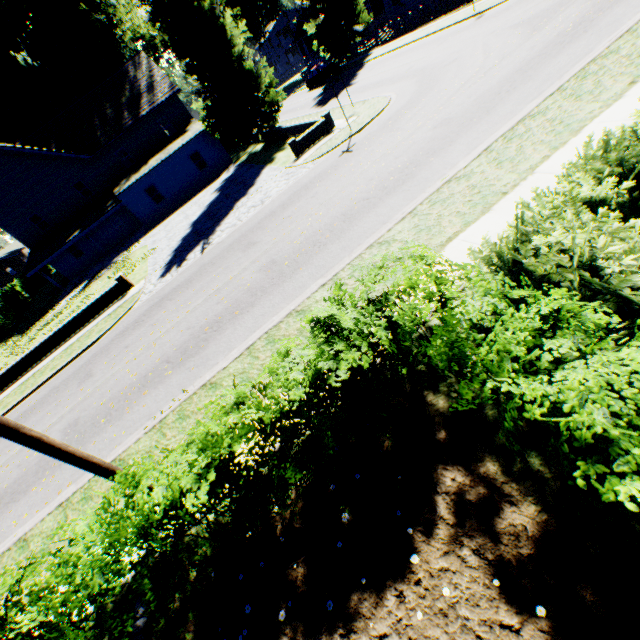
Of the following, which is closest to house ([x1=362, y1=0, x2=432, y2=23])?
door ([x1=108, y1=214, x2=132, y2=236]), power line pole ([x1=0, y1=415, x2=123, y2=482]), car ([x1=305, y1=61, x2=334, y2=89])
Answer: car ([x1=305, y1=61, x2=334, y2=89])

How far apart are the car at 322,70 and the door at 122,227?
25.5 meters

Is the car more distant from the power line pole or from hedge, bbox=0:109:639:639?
the power line pole

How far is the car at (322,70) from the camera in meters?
34.2

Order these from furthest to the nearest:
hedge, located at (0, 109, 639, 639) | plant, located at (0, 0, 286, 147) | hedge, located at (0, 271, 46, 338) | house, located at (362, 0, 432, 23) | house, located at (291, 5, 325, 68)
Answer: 1. house, located at (291, 5, 325, 68)
2. hedge, located at (0, 271, 46, 338)
3. house, located at (362, 0, 432, 23)
4. plant, located at (0, 0, 286, 147)
5. hedge, located at (0, 109, 639, 639)

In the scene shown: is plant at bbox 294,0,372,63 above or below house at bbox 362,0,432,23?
above

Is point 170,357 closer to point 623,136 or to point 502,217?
point 502,217

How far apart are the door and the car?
25.5 meters
